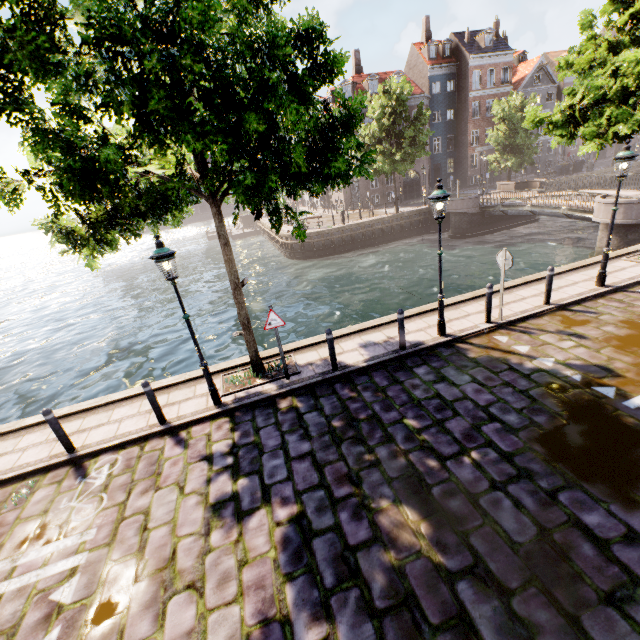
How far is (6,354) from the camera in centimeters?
2023cm

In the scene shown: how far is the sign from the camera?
7.2m

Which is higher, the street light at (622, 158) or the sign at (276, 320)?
the street light at (622, 158)

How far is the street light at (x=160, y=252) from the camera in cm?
594

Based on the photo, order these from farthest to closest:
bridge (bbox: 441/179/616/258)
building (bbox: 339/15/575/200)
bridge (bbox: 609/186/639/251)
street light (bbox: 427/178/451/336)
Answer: building (bbox: 339/15/575/200)
bridge (bbox: 441/179/616/258)
bridge (bbox: 609/186/639/251)
street light (bbox: 427/178/451/336)

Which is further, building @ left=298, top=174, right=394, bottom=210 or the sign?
building @ left=298, top=174, right=394, bottom=210

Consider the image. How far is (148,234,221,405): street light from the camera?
5.9 meters

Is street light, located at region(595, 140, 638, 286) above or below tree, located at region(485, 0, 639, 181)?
below
